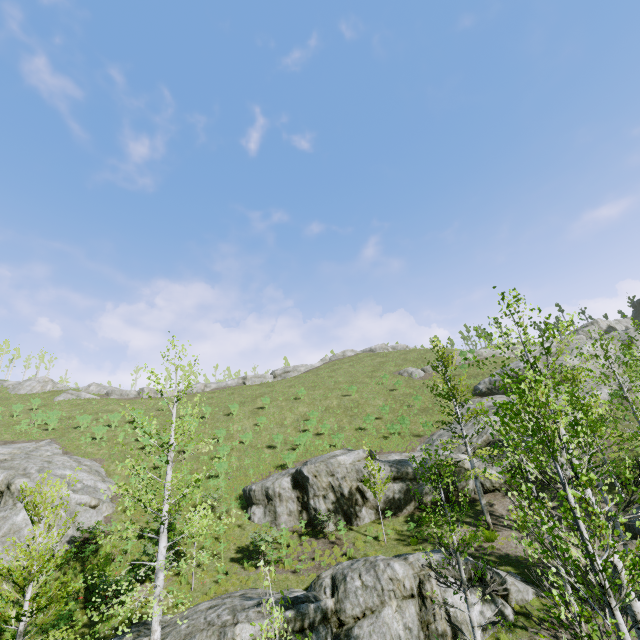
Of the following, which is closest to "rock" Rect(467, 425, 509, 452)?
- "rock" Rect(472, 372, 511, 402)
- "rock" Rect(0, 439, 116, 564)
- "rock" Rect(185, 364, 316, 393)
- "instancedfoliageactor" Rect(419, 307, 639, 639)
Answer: "rock" Rect(472, 372, 511, 402)

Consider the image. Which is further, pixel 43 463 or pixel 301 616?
pixel 43 463

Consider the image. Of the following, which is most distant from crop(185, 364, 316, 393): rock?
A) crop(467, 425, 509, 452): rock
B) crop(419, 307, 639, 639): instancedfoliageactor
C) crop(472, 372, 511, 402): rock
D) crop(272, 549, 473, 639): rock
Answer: crop(272, 549, 473, 639): rock

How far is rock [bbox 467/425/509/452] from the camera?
23.20m

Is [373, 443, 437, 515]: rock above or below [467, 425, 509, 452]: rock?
Result: below

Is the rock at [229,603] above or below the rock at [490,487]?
below

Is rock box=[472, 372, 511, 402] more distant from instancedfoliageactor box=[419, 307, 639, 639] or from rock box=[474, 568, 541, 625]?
rock box=[474, 568, 541, 625]

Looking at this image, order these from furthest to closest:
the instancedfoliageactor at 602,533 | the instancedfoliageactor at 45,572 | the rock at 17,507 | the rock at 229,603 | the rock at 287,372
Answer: the rock at 287,372, the rock at 17,507, the rock at 229,603, the instancedfoliageactor at 45,572, the instancedfoliageactor at 602,533
